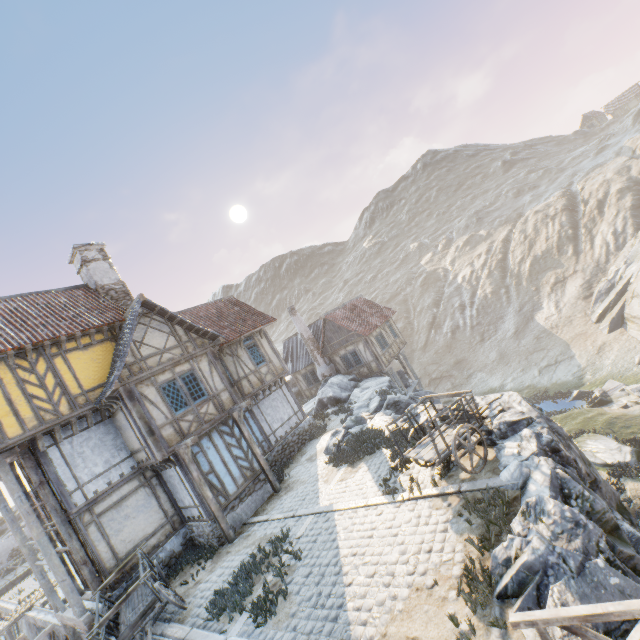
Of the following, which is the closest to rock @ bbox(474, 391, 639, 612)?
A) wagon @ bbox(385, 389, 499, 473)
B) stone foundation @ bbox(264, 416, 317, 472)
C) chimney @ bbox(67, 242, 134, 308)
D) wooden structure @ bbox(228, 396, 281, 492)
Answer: wagon @ bbox(385, 389, 499, 473)

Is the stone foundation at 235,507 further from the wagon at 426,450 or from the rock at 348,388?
the wagon at 426,450

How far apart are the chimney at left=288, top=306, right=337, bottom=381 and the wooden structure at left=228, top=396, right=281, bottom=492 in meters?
12.5

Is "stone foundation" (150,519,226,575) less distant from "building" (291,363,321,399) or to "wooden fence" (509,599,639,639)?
"building" (291,363,321,399)

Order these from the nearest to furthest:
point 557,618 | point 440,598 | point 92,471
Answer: point 557,618 → point 440,598 → point 92,471

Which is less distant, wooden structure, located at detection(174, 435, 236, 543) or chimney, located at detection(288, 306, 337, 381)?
wooden structure, located at detection(174, 435, 236, 543)

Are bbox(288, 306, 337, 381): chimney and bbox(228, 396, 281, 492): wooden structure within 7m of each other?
no

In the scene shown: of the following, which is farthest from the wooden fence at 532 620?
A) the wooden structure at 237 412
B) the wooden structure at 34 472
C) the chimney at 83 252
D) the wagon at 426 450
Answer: the chimney at 83 252
